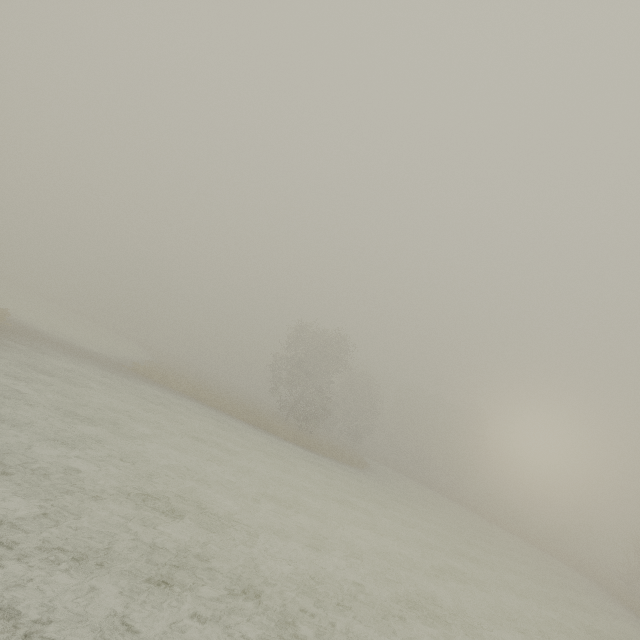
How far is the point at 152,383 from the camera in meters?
23.1 m
